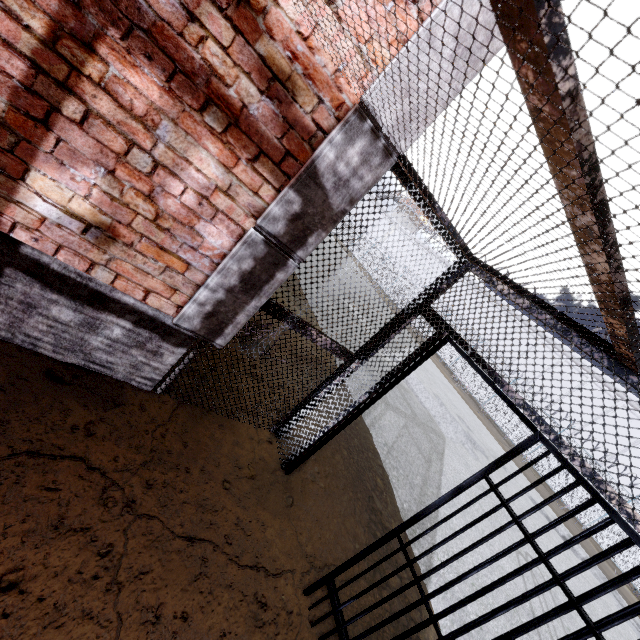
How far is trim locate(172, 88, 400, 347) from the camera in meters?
2.0

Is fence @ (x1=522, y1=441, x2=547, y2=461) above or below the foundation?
above

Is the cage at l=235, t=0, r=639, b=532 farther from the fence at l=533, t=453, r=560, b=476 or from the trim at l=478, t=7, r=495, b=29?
the fence at l=533, t=453, r=560, b=476

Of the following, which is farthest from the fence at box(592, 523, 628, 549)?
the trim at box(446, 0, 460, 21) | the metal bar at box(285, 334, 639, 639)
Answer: the metal bar at box(285, 334, 639, 639)

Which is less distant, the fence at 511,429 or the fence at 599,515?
the fence at 599,515

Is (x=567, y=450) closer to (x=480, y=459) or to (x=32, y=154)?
(x=32, y=154)

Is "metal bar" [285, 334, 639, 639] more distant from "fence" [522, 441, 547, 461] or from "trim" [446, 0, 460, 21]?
"fence" [522, 441, 547, 461]

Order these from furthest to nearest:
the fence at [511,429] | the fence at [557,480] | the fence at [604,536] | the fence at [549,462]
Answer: the fence at [511,429], the fence at [549,462], the fence at [557,480], the fence at [604,536]
